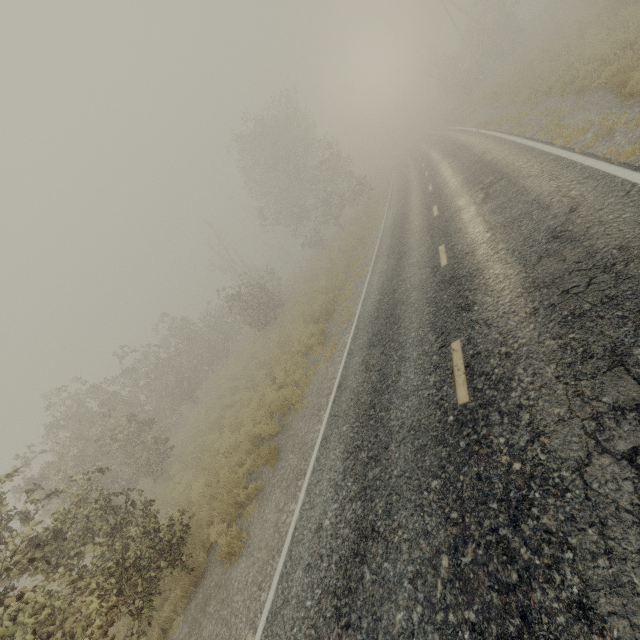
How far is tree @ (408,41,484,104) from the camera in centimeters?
3662cm

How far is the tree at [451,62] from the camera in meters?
36.6

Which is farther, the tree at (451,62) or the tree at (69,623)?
the tree at (451,62)

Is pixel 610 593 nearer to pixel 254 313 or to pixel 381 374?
pixel 381 374

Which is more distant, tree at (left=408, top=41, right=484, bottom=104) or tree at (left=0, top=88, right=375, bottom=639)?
tree at (left=408, top=41, right=484, bottom=104)
